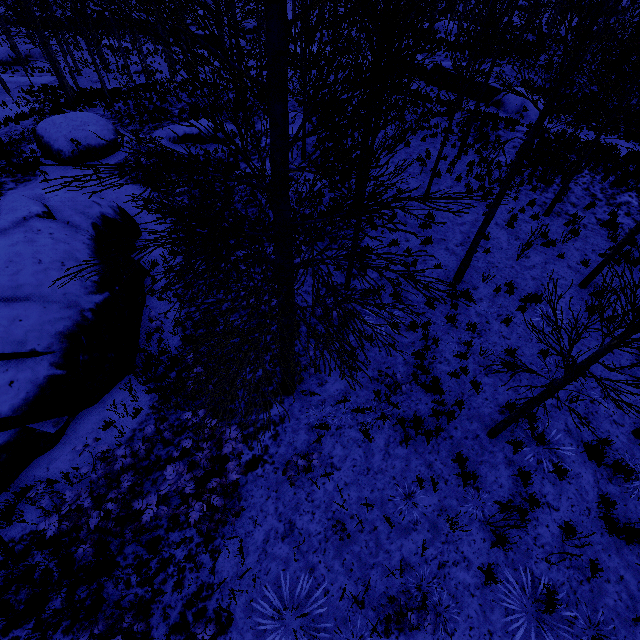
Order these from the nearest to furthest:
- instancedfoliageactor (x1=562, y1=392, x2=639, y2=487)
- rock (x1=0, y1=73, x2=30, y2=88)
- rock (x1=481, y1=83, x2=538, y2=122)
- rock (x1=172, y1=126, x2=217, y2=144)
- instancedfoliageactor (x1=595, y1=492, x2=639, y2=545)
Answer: instancedfoliageactor (x1=562, y1=392, x2=639, y2=487) < instancedfoliageactor (x1=595, y1=492, x2=639, y2=545) < rock (x1=172, y1=126, x2=217, y2=144) < rock (x1=481, y1=83, x2=538, y2=122) < rock (x1=0, y1=73, x2=30, y2=88)

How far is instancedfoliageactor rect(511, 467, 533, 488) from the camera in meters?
6.3

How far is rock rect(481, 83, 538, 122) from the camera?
21.5 meters

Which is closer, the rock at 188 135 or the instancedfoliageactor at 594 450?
the instancedfoliageactor at 594 450

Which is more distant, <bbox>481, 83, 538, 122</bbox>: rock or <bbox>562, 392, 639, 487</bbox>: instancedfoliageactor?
<bbox>481, 83, 538, 122</bbox>: rock

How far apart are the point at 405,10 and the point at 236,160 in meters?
13.8 m

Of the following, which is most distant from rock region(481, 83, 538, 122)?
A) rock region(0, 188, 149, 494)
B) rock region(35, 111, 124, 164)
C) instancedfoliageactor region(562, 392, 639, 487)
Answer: rock region(0, 188, 149, 494)

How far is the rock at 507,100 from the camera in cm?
2147
